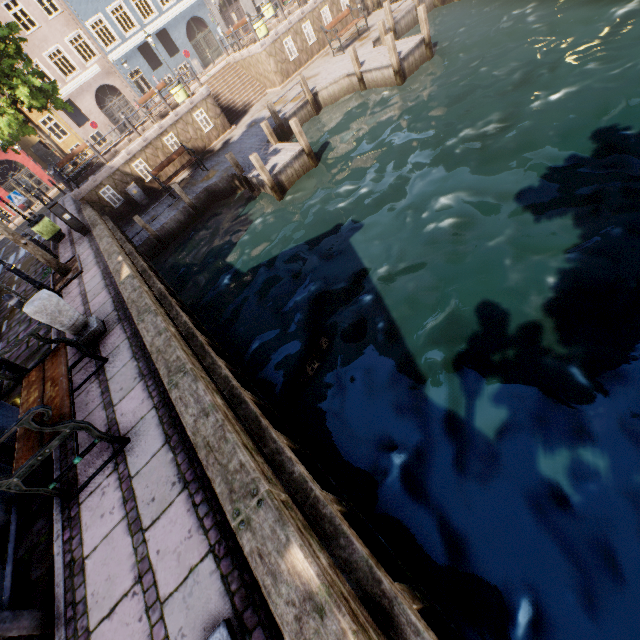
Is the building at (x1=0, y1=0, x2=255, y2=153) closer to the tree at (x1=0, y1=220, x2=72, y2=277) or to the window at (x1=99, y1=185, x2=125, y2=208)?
the tree at (x1=0, y1=220, x2=72, y2=277)

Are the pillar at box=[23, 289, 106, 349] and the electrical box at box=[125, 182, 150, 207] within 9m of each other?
no

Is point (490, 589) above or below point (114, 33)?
below

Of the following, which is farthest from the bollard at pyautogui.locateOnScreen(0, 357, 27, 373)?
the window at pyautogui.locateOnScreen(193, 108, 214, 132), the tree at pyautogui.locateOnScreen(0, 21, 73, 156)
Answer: the window at pyautogui.locateOnScreen(193, 108, 214, 132)

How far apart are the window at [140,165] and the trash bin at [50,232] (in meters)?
4.70

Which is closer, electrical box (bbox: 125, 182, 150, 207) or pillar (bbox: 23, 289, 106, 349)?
pillar (bbox: 23, 289, 106, 349)

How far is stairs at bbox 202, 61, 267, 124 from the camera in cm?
1872

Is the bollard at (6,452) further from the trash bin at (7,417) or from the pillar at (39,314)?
the pillar at (39,314)
